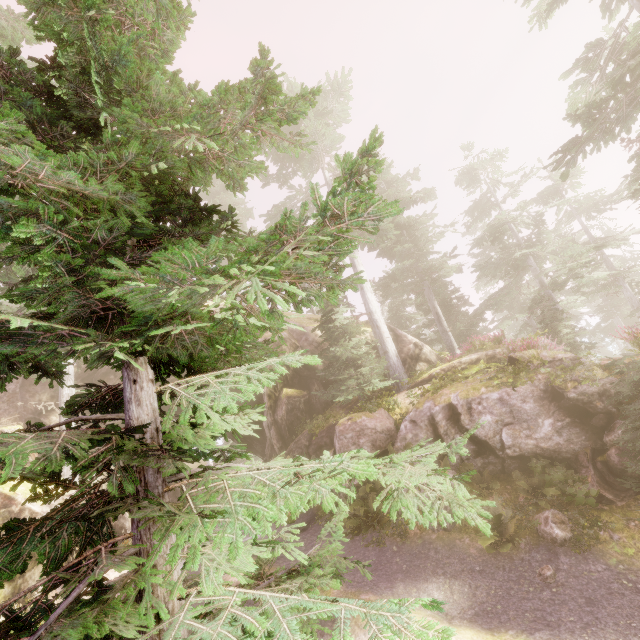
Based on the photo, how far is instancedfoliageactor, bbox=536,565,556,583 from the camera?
6.7m

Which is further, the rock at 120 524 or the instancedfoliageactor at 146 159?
the rock at 120 524

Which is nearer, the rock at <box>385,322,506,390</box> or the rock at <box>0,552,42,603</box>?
the rock at <box>0,552,42,603</box>

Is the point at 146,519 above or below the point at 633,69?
below

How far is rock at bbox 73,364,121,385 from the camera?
20.41m

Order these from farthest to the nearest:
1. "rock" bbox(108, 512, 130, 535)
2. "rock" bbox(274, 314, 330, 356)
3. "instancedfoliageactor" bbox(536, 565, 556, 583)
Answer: "rock" bbox(274, 314, 330, 356), "rock" bbox(108, 512, 130, 535), "instancedfoliageactor" bbox(536, 565, 556, 583)
